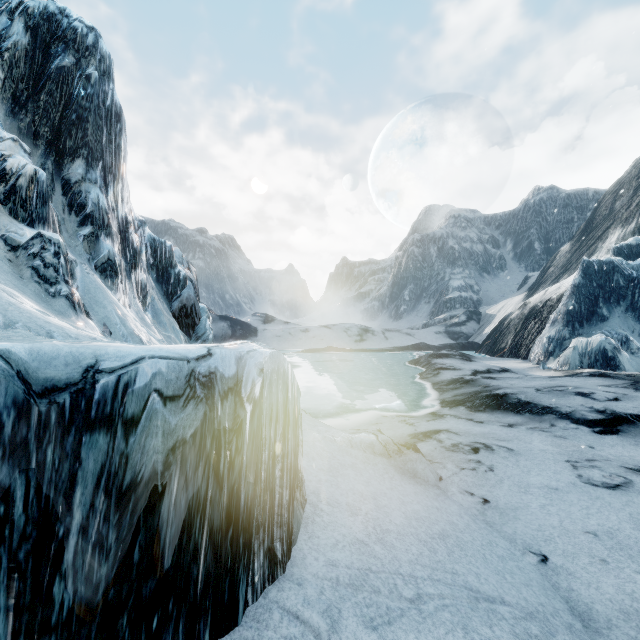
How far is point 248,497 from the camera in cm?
166
